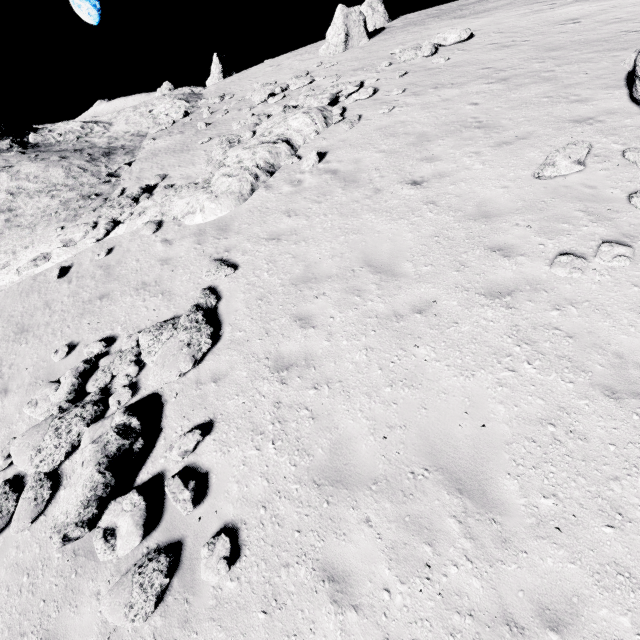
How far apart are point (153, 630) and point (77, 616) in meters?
1.4

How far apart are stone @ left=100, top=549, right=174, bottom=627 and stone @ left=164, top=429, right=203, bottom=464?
1.3 meters

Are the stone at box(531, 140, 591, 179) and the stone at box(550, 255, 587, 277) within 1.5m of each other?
no

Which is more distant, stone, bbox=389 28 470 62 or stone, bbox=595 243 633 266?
stone, bbox=389 28 470 62

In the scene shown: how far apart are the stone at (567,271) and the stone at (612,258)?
0.1m

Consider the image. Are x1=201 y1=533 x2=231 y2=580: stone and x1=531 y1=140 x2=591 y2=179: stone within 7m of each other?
no

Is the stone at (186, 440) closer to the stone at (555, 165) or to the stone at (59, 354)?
the stone at (59, 354)

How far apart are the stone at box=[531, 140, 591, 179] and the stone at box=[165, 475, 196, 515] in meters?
9.1
